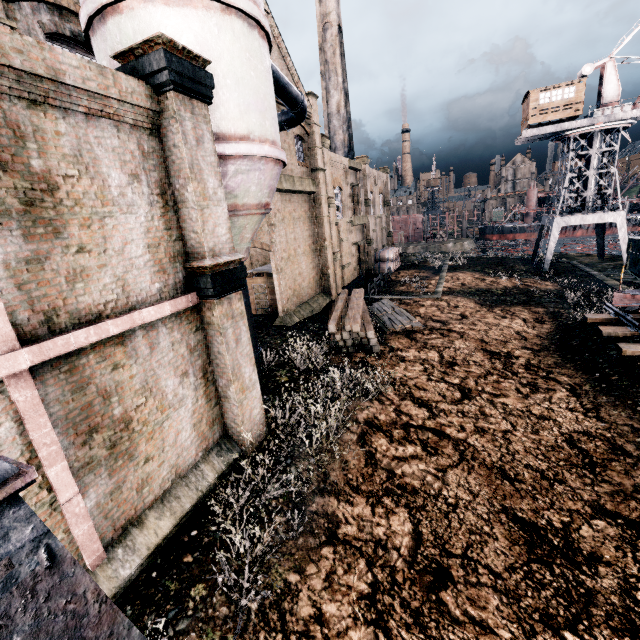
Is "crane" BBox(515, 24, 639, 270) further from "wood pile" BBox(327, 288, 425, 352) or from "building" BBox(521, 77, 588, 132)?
"wood pile" BBox(327, 288, 425, 352)

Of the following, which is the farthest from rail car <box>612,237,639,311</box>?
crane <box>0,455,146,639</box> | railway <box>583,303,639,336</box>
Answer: crane <box>0,455,146,639</box>

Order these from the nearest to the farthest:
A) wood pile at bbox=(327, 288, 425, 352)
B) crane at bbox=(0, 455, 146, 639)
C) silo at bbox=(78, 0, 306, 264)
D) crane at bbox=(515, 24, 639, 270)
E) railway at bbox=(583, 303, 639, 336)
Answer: crane at bbox=(0, 455, 146, 639), silo at bbox=(78, 0, 306, 264), railway at bbox=(583, 303, 639, 336), wood pile at bbox=(327, 288, 425, 352), crane at bbox=(515, 24, 639, 270)

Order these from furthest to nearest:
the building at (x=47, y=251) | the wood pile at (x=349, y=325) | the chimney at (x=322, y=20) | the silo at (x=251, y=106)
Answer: the chimney at (x=322, y=20) < the wood pile at (x=349, y=325) < the silo at (x=251, y=106) < the building at (x=47, y=251)

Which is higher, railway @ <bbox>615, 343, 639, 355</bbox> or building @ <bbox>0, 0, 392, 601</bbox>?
building @ <bbox>0, 0, 392, 601</bbox>

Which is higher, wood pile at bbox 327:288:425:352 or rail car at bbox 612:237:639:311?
rail car at bbox 612:237:639:311

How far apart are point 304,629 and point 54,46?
15.7 meters

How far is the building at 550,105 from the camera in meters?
31.4
